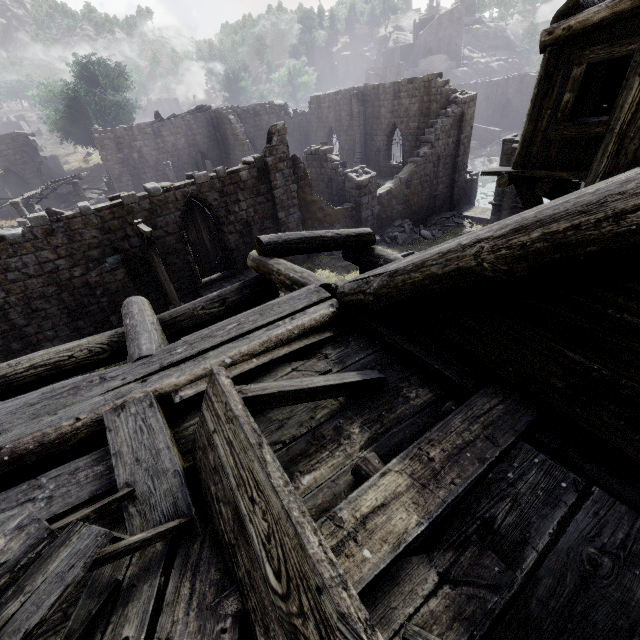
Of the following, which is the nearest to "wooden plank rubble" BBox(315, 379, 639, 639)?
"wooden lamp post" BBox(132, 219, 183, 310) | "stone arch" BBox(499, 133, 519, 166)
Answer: "wooden lamp post" BBox(132, 219, 183, 310)

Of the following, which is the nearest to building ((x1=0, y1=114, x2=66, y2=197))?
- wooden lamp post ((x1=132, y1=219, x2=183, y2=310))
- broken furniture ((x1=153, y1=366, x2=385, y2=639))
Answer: broken furniture ((x1=153, y1=366, x2=385, y2=639))

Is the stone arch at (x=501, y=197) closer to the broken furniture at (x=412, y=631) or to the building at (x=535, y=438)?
the building at (x=535, y=438)

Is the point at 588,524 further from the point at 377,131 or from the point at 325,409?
the point at 377,131

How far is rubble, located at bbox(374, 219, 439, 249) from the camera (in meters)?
19.92

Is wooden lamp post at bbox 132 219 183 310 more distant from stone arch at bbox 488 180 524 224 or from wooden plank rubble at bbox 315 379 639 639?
wooden plank rubble at bbox 315 379 639 639

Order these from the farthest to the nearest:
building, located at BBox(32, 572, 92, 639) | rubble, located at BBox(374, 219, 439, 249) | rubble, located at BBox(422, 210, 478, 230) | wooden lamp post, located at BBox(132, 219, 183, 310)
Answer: rubble, located at BBox(422, 210, 478, 230) < rubble, located at BBox(374, 219, 439, 249) < wooden lamp post, located at BBox(132, 219, 183, 310) < building, located at BBox(32, 572, 92, 639)

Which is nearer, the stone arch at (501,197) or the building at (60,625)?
the building at (60,625)
